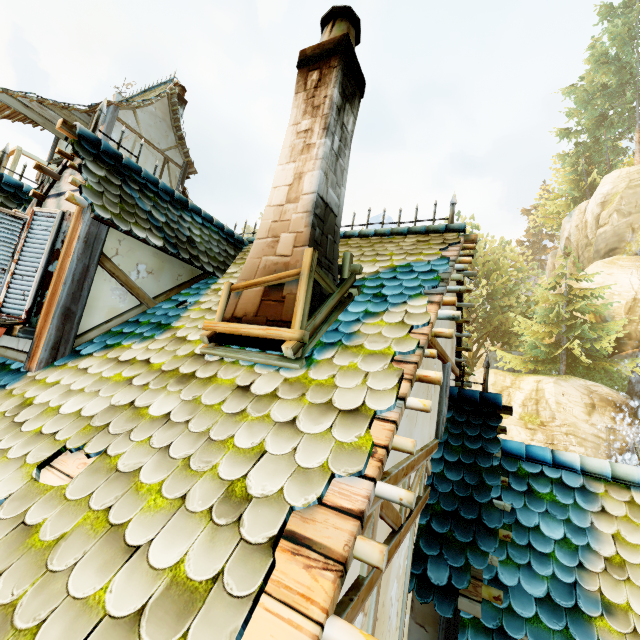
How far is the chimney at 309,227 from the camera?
2.4m

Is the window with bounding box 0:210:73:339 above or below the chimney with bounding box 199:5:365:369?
below

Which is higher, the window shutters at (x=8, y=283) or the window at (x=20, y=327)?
the window shutters at (x=8, y=283)

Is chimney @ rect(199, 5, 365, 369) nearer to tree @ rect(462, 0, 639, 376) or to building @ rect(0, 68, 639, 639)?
building @ rect(0, 68, 639, 639)

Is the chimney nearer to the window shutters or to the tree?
the window shutters

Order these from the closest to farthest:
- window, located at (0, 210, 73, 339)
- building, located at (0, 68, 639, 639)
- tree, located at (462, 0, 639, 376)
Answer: building, located at (0, 68, 639, 639), window, located at (0, 210, 73, 339), tree, located at (462, 0, 639, 376)

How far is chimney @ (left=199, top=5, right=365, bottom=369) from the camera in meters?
2.4 m

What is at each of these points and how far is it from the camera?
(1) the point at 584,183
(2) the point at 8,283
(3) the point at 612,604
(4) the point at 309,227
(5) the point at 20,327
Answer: (1) tree, 47.6m
(2) window shutters, 3.1m
(3) building, 2.7m
(4) chimney, 2.6m
(5) window, 2.9m
